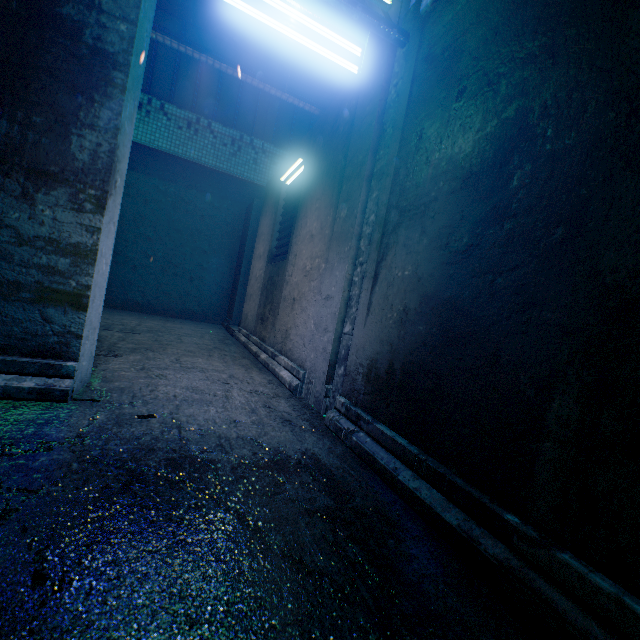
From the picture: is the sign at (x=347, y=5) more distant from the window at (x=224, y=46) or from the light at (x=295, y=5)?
the window at (x=224, y=46)

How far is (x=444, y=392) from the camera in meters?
1.4

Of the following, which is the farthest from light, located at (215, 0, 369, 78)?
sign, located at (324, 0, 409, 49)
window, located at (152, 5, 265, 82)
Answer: window, located at (152, 5, 265, 82)

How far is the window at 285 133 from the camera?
7.0m

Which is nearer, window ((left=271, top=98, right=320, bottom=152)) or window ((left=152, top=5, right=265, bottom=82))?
window ((left=152, top=5, right=265, bottom=82))

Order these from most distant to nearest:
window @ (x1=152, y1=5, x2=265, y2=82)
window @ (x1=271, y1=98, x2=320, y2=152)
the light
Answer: window @ (x1=271, y1=98, x2=320, y2=152), window @ (x1=152, y1=5, x2=265, y2=82), the light

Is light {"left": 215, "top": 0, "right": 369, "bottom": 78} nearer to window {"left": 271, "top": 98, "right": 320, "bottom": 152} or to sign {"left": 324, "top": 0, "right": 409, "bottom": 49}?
sign {"left": 324, "top": 0, "right": 409, "bottom": 49}
